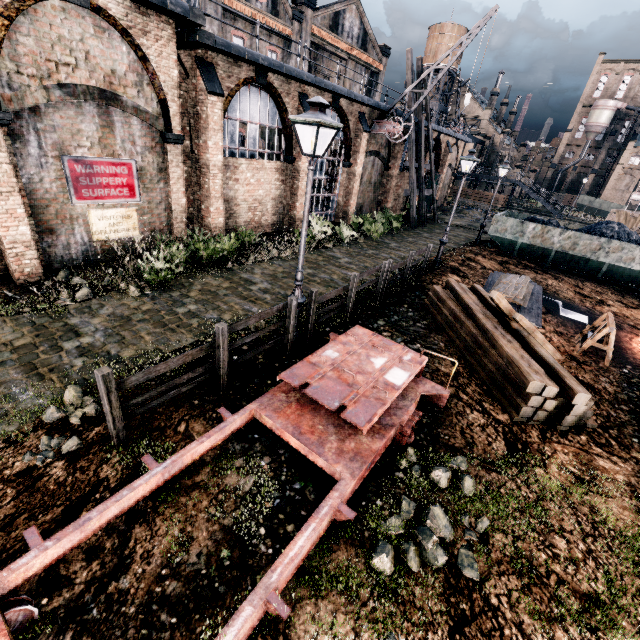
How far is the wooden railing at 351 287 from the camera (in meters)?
8.89

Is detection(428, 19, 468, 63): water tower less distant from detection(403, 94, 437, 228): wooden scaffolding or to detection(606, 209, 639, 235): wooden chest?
detection(403, 94, 437, 228): wooden scaffolding

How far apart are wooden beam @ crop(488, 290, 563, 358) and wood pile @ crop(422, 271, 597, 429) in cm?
1

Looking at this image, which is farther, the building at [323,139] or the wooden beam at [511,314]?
the building at [323,139]

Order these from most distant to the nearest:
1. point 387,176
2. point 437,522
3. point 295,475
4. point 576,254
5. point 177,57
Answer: point 387,176
point 576,254
point 177,57
point 295,475
point 437,522

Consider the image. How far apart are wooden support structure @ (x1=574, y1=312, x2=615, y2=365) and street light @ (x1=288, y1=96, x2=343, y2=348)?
9.1 meters

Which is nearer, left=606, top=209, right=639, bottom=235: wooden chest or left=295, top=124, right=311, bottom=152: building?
left=295, top=124, right=311, bottom=152: building

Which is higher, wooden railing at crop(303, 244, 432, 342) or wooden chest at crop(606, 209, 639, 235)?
wooden chest at crop(606, 209, 639, 235)
